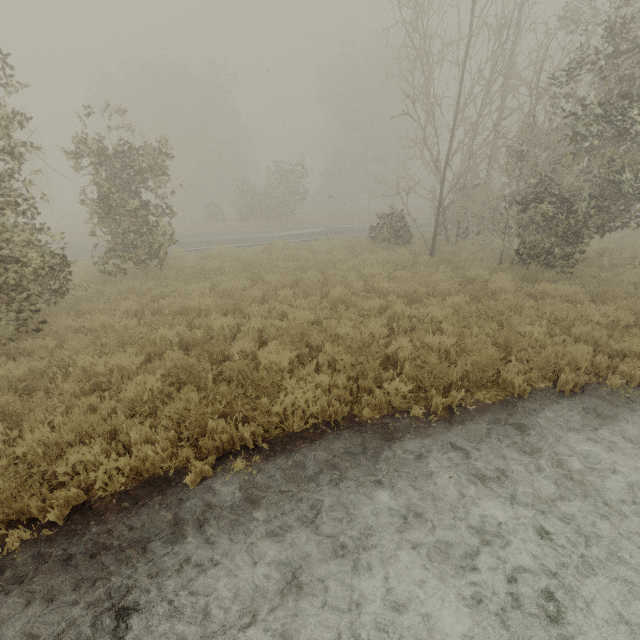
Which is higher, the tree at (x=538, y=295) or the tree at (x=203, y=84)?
the tree at (x=203, y=84)

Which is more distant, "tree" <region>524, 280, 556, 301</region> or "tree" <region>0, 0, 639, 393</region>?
"tree" <region>524, 280, 556, 301</region>

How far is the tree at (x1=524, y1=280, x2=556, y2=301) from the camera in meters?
8.8 m

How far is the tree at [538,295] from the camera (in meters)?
8.80

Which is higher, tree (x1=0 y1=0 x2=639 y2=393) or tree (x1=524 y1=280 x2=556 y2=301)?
tree (x1=0 y1=0 x2=639 y2=393)

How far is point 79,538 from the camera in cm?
336
